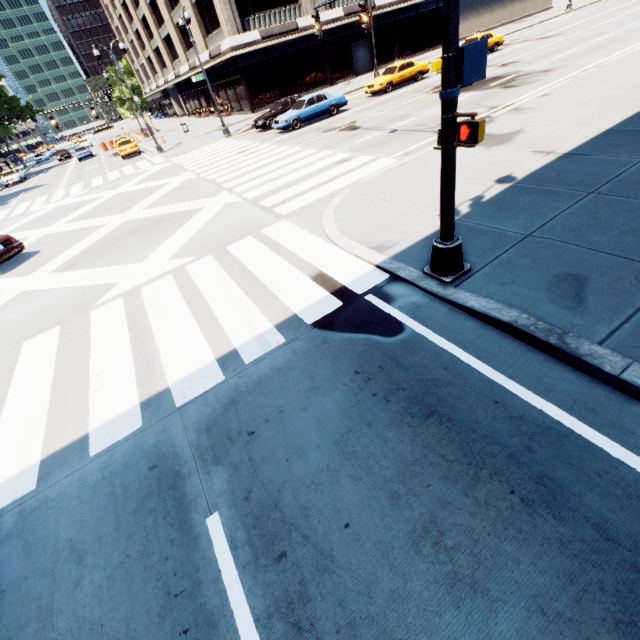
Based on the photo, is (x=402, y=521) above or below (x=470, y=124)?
below

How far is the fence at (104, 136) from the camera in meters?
44.2

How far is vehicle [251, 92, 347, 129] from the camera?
20.4 meters

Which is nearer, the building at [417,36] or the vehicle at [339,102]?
the vehicle at [339,102]

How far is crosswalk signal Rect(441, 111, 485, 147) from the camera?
3.8 meters

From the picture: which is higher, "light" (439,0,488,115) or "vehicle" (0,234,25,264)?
"light" (439,0,488,115)

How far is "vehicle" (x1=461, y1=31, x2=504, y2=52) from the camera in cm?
2580

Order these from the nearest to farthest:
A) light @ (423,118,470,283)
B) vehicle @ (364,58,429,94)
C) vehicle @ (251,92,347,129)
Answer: light @ (423,118,470,283), vehicle @ (251,92,347,129), vehicle @ (364,58,429,94)
